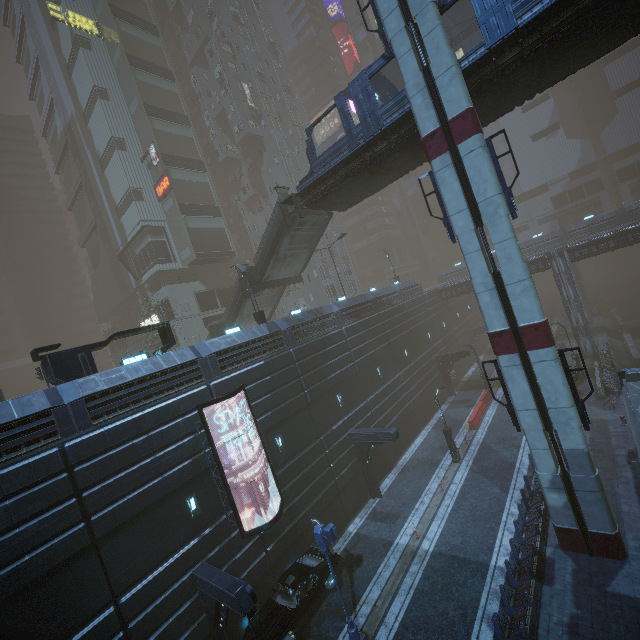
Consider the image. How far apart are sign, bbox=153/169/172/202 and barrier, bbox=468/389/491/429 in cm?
3804

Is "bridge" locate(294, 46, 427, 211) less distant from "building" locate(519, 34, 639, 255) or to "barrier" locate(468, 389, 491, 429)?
"building" locate(519, 34, 639, 255)

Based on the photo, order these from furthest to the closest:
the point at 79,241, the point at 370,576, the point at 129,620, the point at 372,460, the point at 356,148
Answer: the point at 79,241 → the point at 372,460 → the point at 356,148 → the point at 370,576 → the point at 129,620

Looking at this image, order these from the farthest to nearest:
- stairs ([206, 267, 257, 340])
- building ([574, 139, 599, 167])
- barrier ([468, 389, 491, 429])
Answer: building ([574, 139, 599, 167]) → barrier ([468, 389, 491, 429]) → stairs ([206, 267, 257, 340])

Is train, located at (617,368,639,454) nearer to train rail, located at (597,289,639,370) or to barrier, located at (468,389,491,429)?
train rail, located at (597,289,639,370)

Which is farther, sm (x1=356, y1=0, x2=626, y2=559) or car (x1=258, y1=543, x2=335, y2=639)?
car (x1=258, y1=543, x2=335, y2=639)

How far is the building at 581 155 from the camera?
58.8m
